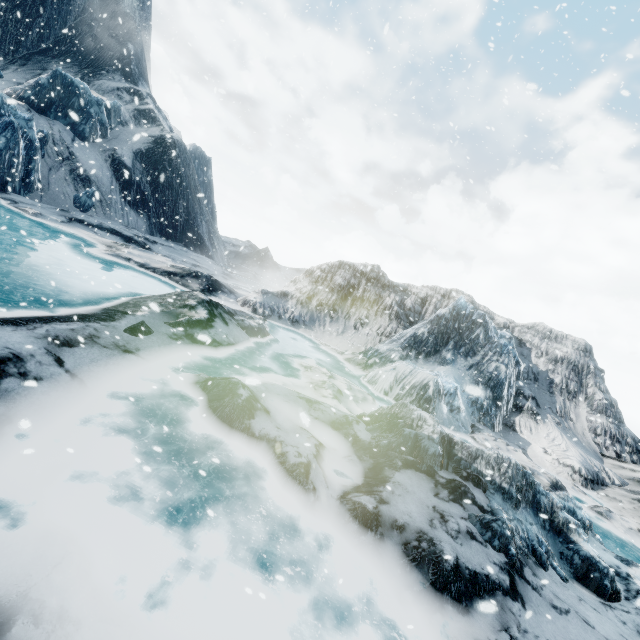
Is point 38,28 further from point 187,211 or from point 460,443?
point 460,443
